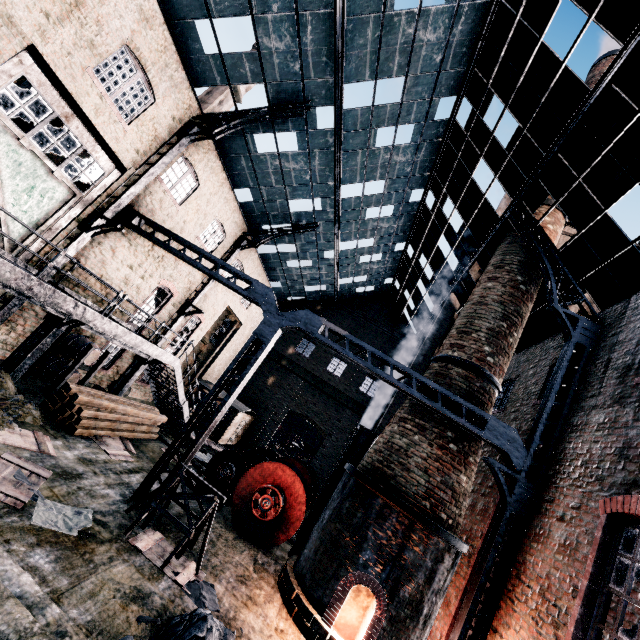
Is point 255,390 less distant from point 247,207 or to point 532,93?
point 247,207

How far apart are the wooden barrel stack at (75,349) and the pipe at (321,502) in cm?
1093

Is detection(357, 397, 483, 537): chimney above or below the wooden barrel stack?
above

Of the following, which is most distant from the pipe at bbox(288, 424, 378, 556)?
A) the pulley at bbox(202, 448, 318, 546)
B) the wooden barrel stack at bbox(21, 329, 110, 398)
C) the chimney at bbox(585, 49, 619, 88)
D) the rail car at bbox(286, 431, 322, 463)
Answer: the rail car at bbox(286, 431, 322, 463)

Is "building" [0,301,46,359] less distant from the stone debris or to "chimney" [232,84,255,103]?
the stone debris

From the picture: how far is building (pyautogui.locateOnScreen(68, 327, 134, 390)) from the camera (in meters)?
15.83

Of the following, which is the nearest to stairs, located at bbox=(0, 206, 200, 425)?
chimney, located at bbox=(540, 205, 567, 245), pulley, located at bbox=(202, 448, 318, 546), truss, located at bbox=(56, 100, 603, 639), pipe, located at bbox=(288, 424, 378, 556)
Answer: truss, located at bbox=(56, 100, 603, 639)

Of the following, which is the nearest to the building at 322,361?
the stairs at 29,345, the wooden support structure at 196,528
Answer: the stairs at 29,345
